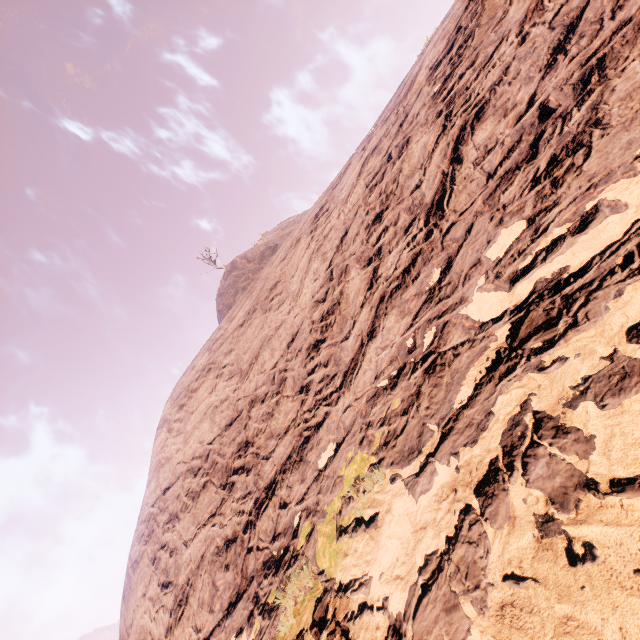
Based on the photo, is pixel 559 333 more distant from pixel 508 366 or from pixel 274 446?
pixel 274 446
